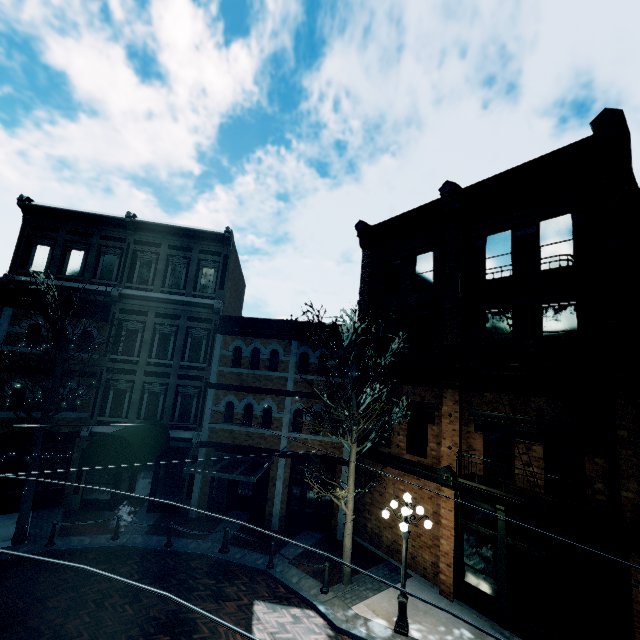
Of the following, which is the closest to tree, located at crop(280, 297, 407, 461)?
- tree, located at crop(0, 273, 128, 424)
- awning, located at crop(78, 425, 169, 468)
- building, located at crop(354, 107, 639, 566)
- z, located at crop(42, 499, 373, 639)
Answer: z, located at crop(42, 499, 373, 639)

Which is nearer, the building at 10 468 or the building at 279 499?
the building at 10 468

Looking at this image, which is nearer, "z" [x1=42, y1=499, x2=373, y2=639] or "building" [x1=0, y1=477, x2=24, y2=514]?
"z" [x1=42, y1=499, x2=373, y2=639]

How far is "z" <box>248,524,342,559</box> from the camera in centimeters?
1330cm

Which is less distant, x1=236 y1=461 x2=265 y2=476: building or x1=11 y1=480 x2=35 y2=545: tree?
x1=11 y1=480 x2=35 y2=545: tree

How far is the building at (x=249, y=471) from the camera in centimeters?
1552cm

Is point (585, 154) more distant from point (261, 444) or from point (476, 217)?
point (261, 444)

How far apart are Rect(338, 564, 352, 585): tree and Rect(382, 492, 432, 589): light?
1.93m
